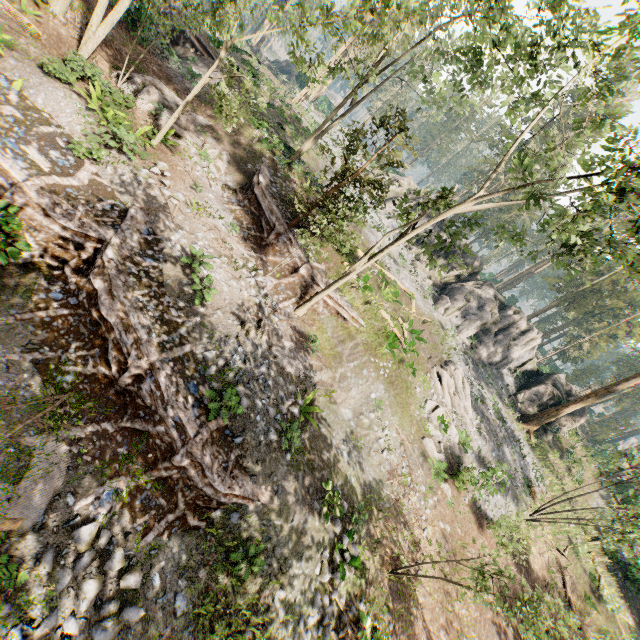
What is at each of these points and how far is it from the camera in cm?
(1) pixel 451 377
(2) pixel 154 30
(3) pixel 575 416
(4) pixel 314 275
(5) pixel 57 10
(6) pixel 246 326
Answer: (1) foliage, 2309
(2) ground embankment, 2225
(3) rock, 3059
(4) ground embankment, 1709
(5) foliage, 1434
(6) foliage, 1252

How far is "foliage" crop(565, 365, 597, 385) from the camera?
52.2m

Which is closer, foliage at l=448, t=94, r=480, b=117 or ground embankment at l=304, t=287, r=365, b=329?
ground embankment at l=304, t=287, r=365, b=329

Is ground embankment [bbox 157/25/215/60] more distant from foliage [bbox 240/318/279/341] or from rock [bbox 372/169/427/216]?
rock [bbox 372/169/427/216]

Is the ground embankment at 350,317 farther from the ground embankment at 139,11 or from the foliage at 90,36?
the ground embankment at 139,11

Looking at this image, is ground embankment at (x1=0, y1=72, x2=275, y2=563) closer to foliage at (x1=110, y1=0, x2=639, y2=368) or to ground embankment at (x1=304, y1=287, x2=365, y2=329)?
foliage at (x1=110, y1=0, x2=639, y2=368)

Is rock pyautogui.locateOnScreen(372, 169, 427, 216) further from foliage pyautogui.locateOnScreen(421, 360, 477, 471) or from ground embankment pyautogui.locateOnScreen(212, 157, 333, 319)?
ground embankment pyautogui.locateOnScreen(212, 157, 333, 319)

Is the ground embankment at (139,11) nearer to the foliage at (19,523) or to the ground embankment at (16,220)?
the foliage at (19,523)
